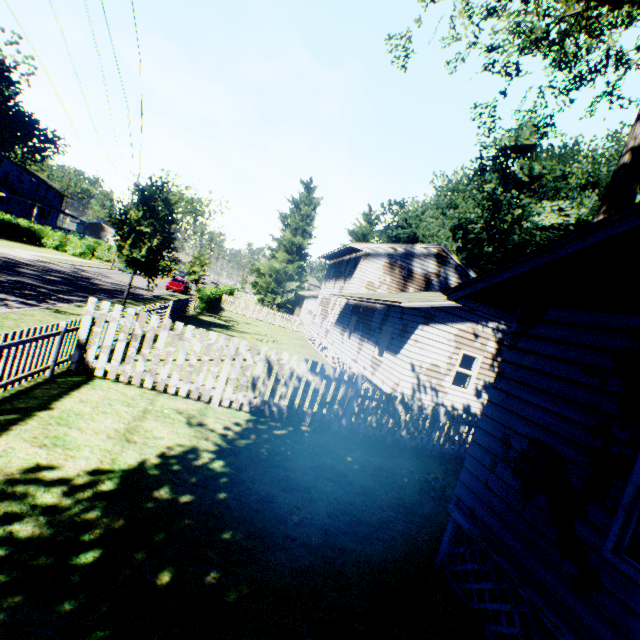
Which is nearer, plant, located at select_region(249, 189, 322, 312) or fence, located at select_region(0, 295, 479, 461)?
fence, located at select_region(0, 295, 479, 461)

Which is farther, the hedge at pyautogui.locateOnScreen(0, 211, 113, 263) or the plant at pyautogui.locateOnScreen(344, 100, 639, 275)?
the hedge at pyautogui.locateOnScreen(0, 211, 113, 263)

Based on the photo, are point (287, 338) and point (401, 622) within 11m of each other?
no

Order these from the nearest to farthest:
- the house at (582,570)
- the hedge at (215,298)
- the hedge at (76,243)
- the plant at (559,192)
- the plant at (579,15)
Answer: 1. the house at (582,570)
2. the plant at (579,15)
3. the plant at (559,192)
4. the hedge at (215,298)
5. the hedge at (76,243)

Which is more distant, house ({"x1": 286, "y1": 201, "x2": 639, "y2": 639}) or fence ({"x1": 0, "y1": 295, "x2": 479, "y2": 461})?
fence ({"x1": 0, "y1": 295, "x2": 479, "y2": 461})

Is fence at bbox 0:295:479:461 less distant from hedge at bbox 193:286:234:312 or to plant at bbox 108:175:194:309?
plant at bbox 108:175:194:309

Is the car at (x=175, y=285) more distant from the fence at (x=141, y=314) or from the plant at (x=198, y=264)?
the fence at (x=141, y=314)

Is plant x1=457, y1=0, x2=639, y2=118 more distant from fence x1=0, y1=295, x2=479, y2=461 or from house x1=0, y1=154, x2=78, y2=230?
house x1=0, y1=154, x2=78, y2=230
